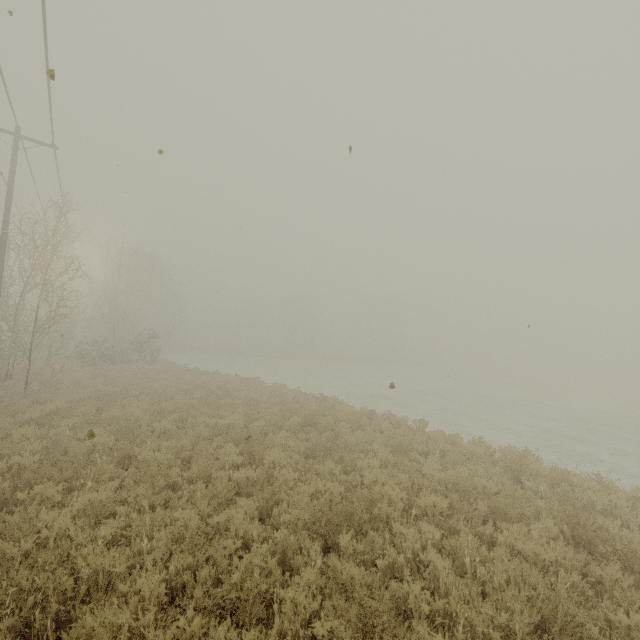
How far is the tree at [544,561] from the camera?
4.51m

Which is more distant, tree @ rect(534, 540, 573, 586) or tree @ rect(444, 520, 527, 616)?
tree @ rect(534, 540, 573, 586)

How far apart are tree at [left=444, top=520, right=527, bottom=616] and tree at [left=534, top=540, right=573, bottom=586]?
0.7m

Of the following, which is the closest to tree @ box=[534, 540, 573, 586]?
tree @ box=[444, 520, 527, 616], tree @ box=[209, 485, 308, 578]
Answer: tree @ box=[444, 520, 527, 616]

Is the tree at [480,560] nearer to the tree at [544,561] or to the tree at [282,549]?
the tree at [544,561]

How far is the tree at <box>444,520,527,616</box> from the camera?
4.0m

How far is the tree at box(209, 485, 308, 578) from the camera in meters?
4.2 m

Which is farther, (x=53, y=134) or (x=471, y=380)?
(x=471, y=380)
